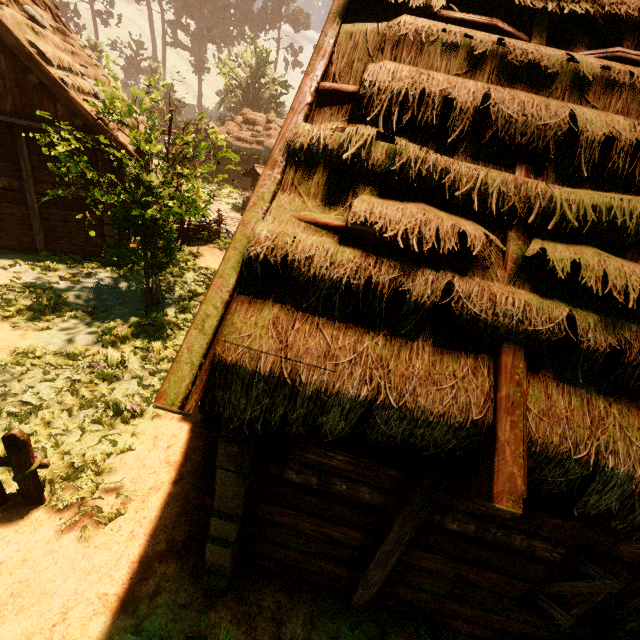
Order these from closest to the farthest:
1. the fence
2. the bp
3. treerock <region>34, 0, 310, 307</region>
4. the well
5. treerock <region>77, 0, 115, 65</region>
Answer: the bp < the fence < treerock <region>34, 0, 310, 307</region> < the well < treerock <region>77, 0, 115, 65</region>

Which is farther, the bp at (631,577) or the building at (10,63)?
the building at (10,63)

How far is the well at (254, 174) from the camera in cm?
2033

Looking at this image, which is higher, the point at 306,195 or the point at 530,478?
the point at 306,195

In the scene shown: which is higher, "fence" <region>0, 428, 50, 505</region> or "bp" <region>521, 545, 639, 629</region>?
"bp" <region>521, 545, 639, 629</region>

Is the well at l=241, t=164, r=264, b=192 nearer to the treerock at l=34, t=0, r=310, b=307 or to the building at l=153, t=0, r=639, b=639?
the building at l=153, t=0, r=639, b=639

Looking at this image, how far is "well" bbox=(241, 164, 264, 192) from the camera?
20.3m

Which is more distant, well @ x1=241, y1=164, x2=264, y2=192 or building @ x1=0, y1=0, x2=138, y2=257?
well @ x1=241, y1=164, x2=264, y2=192
